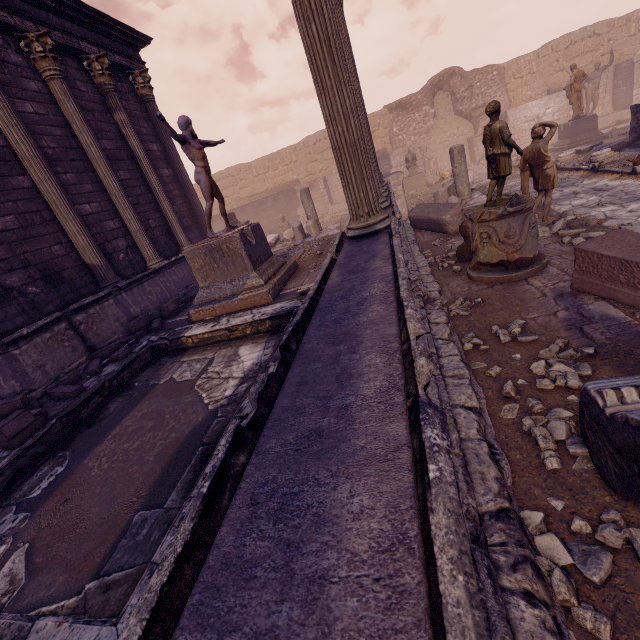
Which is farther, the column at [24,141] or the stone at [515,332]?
the column at [24,141]

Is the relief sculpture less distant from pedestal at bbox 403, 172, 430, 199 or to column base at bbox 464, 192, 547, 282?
pedestal at bbox 403, 172, 430, 199

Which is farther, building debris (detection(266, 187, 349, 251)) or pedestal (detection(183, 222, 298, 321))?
building debris (detection(266, 187, 349, 251))

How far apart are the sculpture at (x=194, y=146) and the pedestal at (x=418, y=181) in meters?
11.5 m

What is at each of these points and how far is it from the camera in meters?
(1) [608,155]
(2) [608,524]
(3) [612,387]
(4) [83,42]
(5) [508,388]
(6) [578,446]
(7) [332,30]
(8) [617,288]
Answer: (1) column base, 9.9
(2) stone, 1.9
(3) building debris, 2.0
(4) entablature, 8.3
(5) stone, 3.0
(6) stone, 2.3
(7) column, 3.4
(8) sarcophagus, 3.6

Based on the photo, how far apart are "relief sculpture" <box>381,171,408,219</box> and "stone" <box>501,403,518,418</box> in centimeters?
938cm

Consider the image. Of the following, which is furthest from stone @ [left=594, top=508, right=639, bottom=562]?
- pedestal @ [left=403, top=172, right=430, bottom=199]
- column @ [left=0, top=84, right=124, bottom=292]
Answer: pedestal @ [left=403, top=172, right=430, bottom=199]

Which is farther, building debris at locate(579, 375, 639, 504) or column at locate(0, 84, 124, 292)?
column at locate(0, 84, 124, 292)
